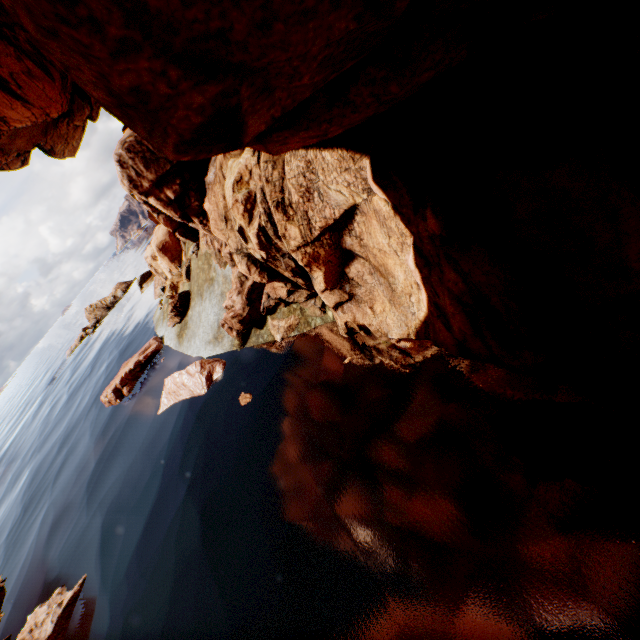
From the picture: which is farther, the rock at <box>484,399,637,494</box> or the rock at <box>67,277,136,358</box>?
the rock at <box>67,277,136,358</box>

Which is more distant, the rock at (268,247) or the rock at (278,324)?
the rock at (278,324)

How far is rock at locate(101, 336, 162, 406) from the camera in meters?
17.2 m

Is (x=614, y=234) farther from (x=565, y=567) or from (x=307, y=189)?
(x=307, y=189)

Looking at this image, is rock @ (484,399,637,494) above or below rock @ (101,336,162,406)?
below

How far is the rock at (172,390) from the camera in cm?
1103
